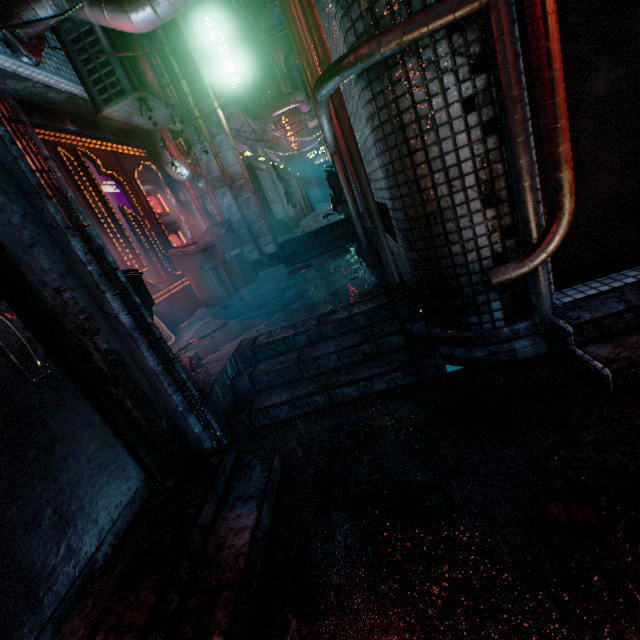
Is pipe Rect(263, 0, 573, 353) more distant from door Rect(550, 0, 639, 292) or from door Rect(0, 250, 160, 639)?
door Rect(0, 250, 160, 639)

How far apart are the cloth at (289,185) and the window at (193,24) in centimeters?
273cm

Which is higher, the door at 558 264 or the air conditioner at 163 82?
the air conditioner at 163 82

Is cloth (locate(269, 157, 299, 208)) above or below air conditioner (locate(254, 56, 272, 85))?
below

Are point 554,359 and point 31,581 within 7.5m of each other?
yes

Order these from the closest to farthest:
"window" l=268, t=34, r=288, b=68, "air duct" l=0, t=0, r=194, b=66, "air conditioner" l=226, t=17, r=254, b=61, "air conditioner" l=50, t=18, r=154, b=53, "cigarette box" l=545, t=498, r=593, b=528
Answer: "cigarette box" l=545, t=498, r=593, b=528 < "air duct" l=0, t=0, r=194, b=66 < "air conditioner" l=50, t=18, r=154, b=53 < "air conditioner" l=226, t=17, r=254, b=61 < "window" l=268, t=34, r=288, b=68

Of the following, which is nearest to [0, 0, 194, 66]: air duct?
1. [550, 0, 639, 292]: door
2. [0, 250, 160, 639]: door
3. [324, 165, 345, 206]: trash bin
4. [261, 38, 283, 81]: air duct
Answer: [550, 0, 639, 292]: door

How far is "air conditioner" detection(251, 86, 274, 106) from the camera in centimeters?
1016cm
